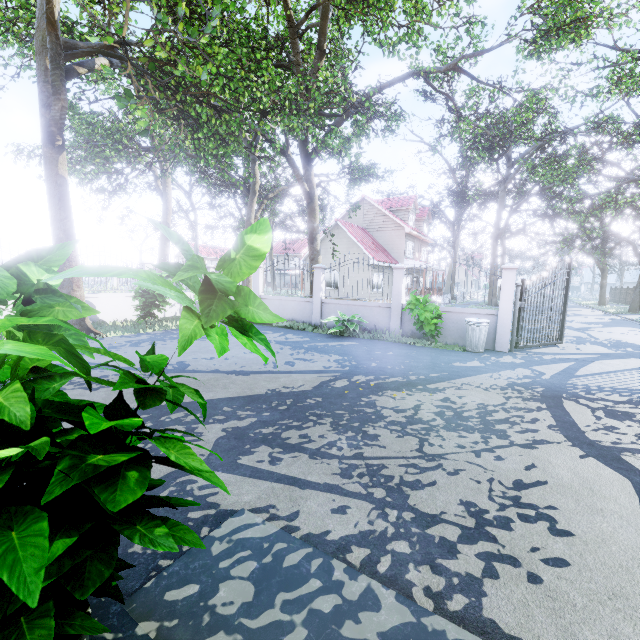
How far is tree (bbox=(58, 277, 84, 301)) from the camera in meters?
9.4

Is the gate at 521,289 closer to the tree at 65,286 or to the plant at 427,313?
the plant at 427,313

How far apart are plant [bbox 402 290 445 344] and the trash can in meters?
0.6

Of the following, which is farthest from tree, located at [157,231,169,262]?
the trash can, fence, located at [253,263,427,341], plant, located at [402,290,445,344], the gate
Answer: the trash can

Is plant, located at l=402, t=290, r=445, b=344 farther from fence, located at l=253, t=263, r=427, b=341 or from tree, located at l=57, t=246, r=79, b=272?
tree, located at l=57, t=246, r=79, b=272

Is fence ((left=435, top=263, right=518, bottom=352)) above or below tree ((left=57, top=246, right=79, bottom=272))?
below

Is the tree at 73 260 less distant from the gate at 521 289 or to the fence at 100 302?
the fence at 100 302

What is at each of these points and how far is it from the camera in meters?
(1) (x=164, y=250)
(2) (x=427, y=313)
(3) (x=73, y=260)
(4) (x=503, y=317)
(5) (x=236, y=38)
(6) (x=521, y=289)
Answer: (1) tree, 31.8 m
(2) plant, 9.3 m
(3) tree, 9.5 m
(4) fence, 9.5 m
(5) tree, 12.6 m
(6) gate, 9.5 m
